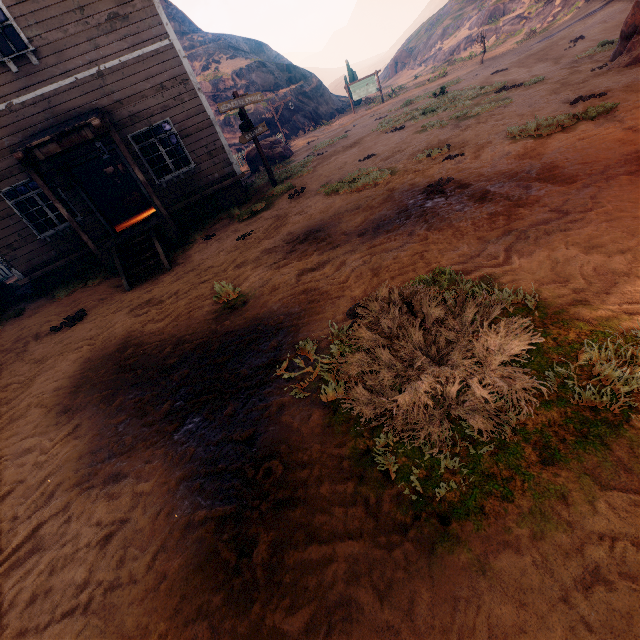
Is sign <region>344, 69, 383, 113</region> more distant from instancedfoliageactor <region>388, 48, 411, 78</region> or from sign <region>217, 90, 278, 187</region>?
instancedfoliageactor <region>388, 48, 411, 78</region>

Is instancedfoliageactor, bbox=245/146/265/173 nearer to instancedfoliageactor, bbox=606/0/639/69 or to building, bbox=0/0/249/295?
building, bbox=0/0/249/295

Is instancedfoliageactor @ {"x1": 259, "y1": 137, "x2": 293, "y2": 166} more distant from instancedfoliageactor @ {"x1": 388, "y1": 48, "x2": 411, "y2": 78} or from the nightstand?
instancedfoliageactor @ {"x1": 388, "y1": 48, "x2": 411, "y2": 78}

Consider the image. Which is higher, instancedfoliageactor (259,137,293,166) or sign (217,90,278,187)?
sign (217,90,278,187)

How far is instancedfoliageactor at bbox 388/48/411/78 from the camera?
49.2m

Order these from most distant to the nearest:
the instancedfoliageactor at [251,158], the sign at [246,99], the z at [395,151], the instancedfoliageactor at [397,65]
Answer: the instancedfoliageactor at [397,65], the instancedfoliageactor at [251,158], the sign at [246,99], the z at [395,151]

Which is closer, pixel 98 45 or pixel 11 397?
pixel 11 397

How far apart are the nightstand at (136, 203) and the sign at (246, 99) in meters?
7.2
